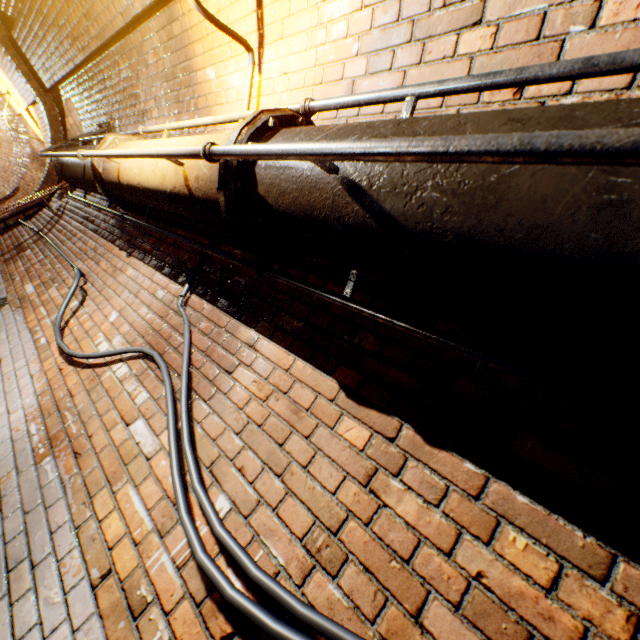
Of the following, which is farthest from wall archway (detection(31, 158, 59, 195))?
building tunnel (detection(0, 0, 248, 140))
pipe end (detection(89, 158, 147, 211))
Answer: pipe end (detection(89, 158, 147, 211))

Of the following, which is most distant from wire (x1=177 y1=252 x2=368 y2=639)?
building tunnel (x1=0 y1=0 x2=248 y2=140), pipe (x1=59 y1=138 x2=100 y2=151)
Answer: pipe (x1=59 y1=138 x2=100 y2=151)

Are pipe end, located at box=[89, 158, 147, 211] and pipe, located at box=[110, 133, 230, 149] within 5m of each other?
yes

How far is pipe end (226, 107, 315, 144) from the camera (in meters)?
1.16

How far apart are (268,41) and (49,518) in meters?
2.9

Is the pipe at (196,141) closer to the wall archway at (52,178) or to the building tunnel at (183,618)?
the building tunnel at (183,618)

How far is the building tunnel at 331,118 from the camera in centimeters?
155cm

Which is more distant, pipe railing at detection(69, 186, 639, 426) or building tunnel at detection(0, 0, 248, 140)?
building tunnel at detection(0, 0, 248, 140)
